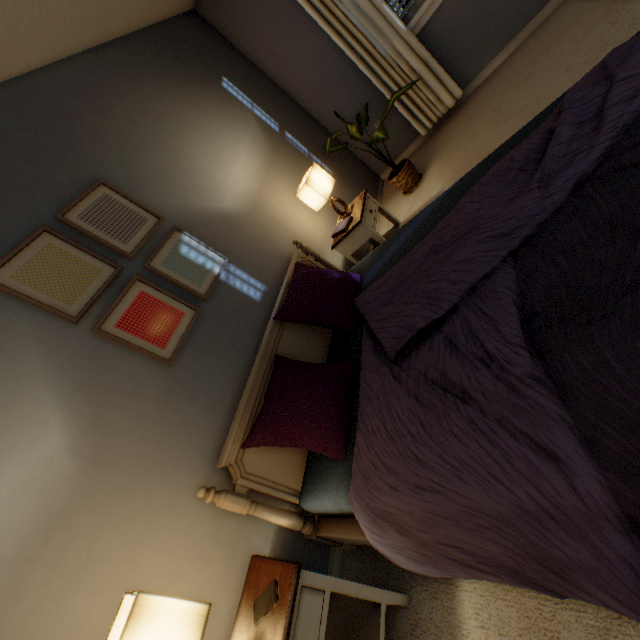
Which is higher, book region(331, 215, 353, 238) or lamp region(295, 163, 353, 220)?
lamp region(295, 163, 353, 220)

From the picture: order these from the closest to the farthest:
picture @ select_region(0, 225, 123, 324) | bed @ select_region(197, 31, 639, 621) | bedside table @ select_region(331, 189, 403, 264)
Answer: bed @ select_region(197, 31, 639, 621), picture @ select_region(0, 225, 123, 324), bedside table @ select_region(331, 189, 403, 264)

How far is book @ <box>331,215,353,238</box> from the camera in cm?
236

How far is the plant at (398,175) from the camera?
2.6 meters

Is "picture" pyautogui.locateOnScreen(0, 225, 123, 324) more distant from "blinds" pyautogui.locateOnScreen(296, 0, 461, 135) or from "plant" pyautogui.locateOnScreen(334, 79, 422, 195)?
"blinds" pyautogui.locateOnScreen(296, 0, 461, 135)

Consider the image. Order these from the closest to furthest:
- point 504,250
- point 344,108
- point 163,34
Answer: point 504,250 < point 163,34 < point 344,108

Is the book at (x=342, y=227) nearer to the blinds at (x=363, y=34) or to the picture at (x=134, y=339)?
the picture at (x=134, y=339)

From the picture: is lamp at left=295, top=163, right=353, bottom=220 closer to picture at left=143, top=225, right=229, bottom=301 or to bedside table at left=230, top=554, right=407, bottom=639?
picture at left=143, top=225, right=229, bottom=301
